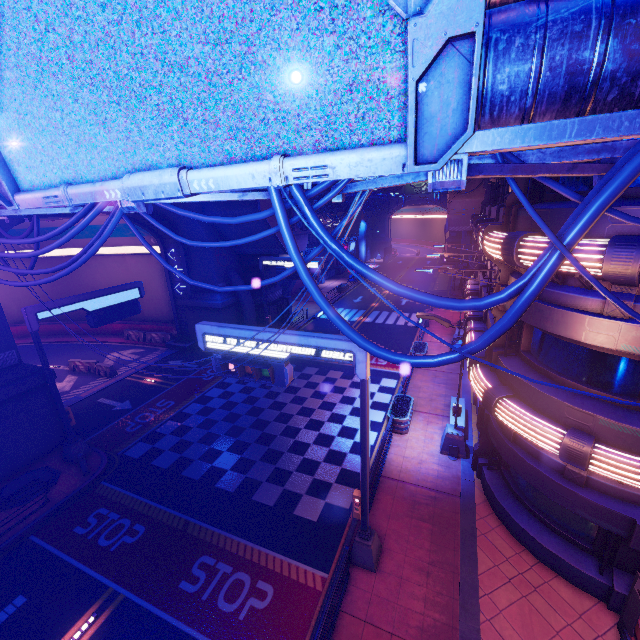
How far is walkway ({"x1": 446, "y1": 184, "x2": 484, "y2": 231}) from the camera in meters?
33.6

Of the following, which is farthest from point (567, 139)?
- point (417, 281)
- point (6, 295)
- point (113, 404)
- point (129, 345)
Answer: point (417, 281)

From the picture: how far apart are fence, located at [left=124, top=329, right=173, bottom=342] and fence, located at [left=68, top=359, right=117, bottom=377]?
4.88m

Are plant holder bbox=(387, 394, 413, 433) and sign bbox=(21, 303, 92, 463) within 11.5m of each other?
no

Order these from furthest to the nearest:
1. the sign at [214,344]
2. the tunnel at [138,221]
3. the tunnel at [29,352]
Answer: the tunnel at [29,352], the tunnel at [138,221], the sign at [214,344]

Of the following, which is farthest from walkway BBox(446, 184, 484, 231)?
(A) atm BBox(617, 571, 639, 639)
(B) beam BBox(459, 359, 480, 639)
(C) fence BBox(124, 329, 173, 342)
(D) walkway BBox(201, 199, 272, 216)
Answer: (A) atm BBox(617, 571, 639, 639)

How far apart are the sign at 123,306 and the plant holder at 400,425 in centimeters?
1389cm

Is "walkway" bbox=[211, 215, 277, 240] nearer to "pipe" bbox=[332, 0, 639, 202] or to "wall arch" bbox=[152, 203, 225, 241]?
"wall arch" bbox=[152, 203, 225, 241]
